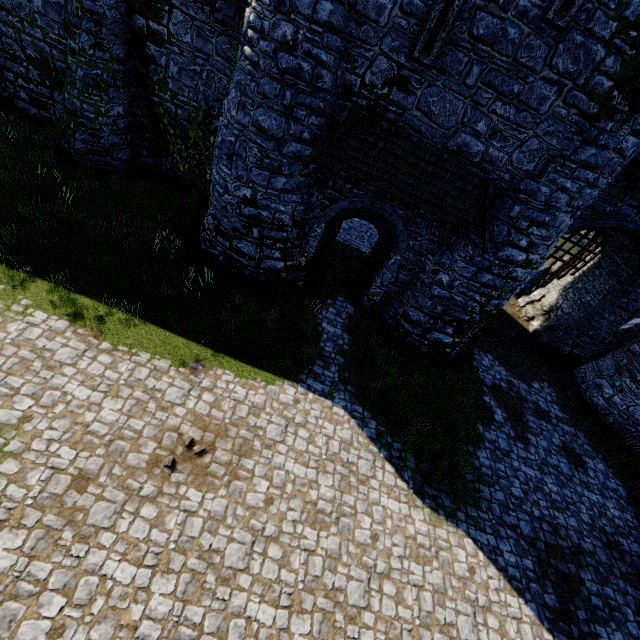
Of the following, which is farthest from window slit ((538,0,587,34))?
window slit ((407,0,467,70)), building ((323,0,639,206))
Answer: window slit ((407,0,467,70))

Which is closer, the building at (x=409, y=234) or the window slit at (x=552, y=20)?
the window slit at (x=552, y=20)

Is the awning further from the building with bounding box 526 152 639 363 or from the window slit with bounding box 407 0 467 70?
the window slit with bounding box 407 0 467 70

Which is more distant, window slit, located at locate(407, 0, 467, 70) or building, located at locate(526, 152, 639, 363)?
building, located at locate(526, 152, 639, 363)

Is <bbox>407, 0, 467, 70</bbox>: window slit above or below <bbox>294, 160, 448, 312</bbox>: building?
above

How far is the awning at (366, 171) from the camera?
9.19m

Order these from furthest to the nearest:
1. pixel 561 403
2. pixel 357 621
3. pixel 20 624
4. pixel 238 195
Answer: pixel 561 403 < pixel 238 195 < pixel 357 621 < pixel 20 624

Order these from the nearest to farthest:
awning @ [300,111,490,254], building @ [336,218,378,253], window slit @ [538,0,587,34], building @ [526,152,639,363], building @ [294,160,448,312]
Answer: window slit @ [538,0,587,34] < awning @ [300,111,490,254] < building @ [294,160,448,312] < building @ [526,152,639,363] < building @ [336,218,378,253]
